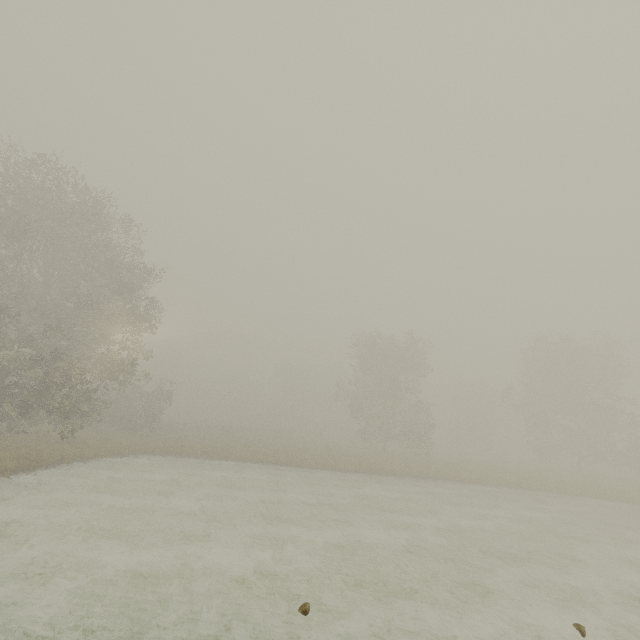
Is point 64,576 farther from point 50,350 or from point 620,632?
point 50,350
